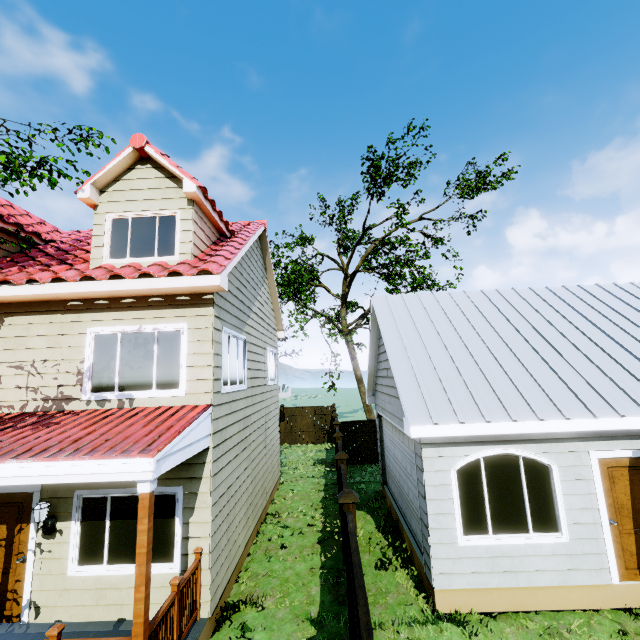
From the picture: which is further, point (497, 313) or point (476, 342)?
point (497, 313)

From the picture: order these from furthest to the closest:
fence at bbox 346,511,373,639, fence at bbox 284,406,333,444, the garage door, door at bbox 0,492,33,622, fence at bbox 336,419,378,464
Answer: fence at bbox 284,406,333,444, fence at bbox 336,419,378,464, the garage door, door at bbox 0,492,33,622, fence at bbox 346,511,373,639

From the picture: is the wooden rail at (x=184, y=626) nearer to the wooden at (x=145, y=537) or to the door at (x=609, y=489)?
the wooden at (x=145, y=537)

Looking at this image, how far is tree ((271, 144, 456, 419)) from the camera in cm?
1620

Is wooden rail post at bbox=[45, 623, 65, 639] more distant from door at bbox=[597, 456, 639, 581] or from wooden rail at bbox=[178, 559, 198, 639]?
door at bbox=[597, 456, 639, 581]

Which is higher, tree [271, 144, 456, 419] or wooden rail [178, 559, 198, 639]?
tree [271, 144, 456, 419]

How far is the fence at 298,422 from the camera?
20.81m

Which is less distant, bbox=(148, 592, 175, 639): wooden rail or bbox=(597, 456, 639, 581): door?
bbox=(148, 592, 175, 639): wooden rail
